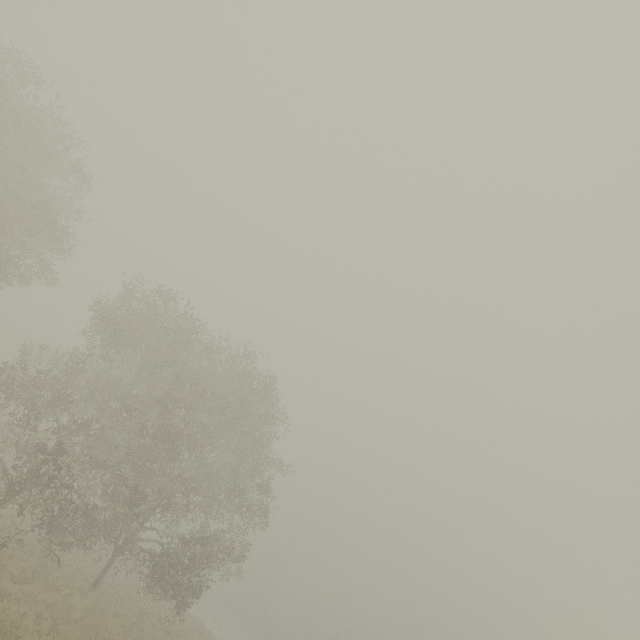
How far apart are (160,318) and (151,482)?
9.8m
